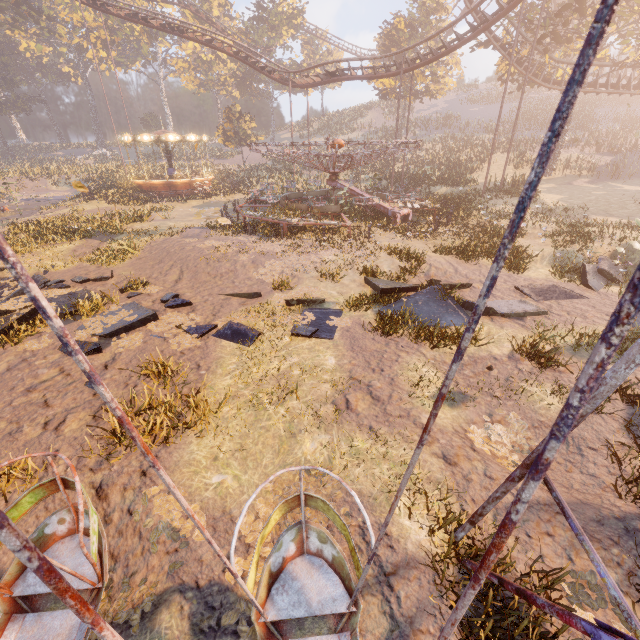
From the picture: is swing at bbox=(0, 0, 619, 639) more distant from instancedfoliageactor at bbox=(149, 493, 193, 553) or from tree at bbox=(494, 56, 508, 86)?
tree at bbox=(494, 56, 508, 86)

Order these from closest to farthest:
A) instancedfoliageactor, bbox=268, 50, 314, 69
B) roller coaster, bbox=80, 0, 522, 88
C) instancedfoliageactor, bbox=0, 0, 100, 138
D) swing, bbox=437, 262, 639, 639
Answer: swing, bbox=437, 262, 639, 639, roller coaster, bbox=80, 0, 522, 88, instancedfoliageactor, bbox=0, 0, 100, 138, instancedfoliageactor, bbox=268, 50, 314, 69

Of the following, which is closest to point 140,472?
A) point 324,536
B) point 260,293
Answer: point 324,536

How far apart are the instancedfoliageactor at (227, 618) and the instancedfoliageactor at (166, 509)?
0.4m

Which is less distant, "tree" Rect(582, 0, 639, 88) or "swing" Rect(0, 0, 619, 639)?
"swing" Rect(0, 0, 619, 639)

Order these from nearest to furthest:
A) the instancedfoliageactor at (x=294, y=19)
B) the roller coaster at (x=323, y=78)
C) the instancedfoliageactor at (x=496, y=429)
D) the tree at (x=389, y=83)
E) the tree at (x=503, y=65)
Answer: the instancedfoliageactor at (x=496, y=429) → the roller coaster at (x=323, y=78) → the tree at (x=503, y=65) → the tree at (x=389, y=83) → the instancedfoliageactor at (x=294, y=19)

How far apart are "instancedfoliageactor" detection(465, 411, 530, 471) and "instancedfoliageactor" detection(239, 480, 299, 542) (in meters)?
2.31

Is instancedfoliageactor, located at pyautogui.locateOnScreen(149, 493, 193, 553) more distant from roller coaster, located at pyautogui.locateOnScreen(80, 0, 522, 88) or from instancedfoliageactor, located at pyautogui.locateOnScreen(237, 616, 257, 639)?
roller coaster, located at pyautogui.locateOnScreen(80, 0, 522, 88)
